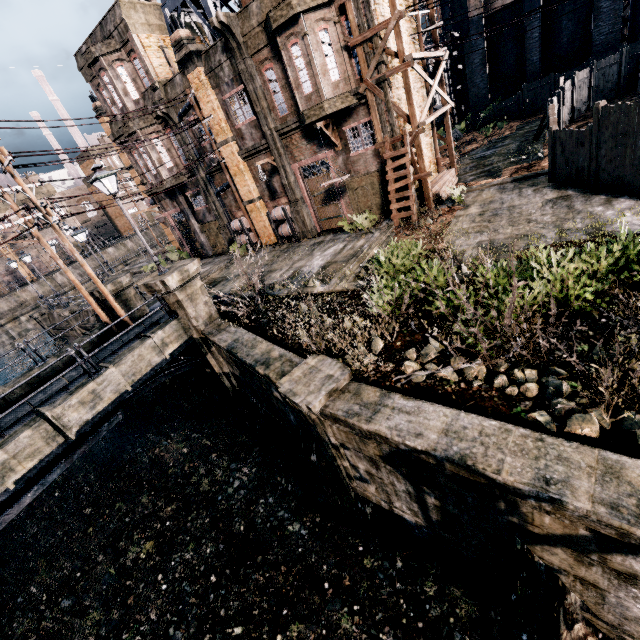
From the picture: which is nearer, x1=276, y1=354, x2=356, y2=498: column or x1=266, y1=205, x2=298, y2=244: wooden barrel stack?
x1=276, y1=354, x2=356, y2=498: column

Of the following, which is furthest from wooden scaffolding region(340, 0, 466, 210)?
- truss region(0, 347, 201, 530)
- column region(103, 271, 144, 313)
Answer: truss region(0, 347, 201, 530)

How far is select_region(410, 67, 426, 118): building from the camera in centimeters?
1842cm

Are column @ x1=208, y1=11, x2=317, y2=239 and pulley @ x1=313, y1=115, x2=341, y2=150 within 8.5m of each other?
yes

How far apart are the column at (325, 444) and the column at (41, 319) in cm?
3734

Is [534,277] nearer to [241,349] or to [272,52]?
[241,349]

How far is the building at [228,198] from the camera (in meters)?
24.30

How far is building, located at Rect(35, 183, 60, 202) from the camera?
52.7 meters
